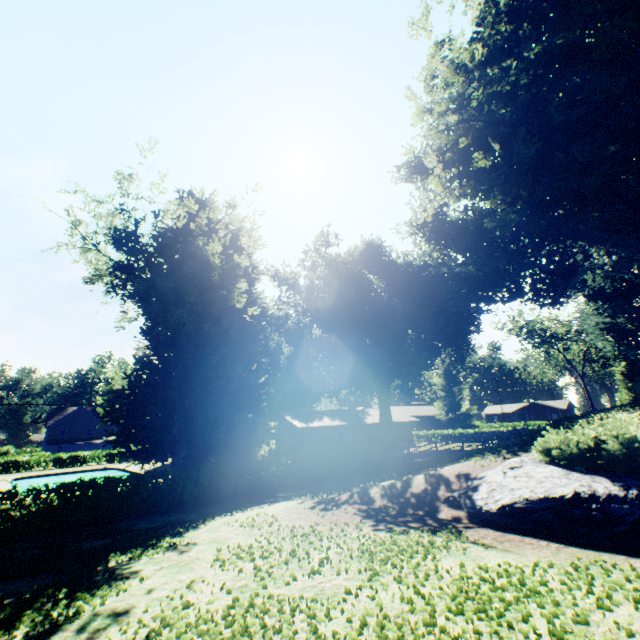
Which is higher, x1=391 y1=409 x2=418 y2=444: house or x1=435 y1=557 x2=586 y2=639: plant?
x1=391 y1=409 x2=418 y2=444: house

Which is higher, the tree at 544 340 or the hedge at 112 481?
the tree at 544 340

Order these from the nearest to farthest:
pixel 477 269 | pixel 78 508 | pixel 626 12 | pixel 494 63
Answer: pixel 78 508
pixel 626 12
pixel 494 63
pixel 477 269

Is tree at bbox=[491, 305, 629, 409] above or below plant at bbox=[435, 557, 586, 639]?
above

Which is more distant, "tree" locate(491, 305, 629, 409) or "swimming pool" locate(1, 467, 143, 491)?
"tree" locate(491, 305, 629, 409)

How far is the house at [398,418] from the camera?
48.78m

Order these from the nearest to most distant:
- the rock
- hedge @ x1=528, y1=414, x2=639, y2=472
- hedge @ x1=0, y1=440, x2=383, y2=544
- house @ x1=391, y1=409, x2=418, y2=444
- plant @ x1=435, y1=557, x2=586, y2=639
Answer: plant @ x1=435, y1=557, x2=586, y2=639 < the rock < hedge @ x1=528, y1=414, x2=639, y2=472 < hedge @ x1=0, y1=440, x2=383, y2=544 < house @ x1=391, y1=409, x2=418, y2=444
